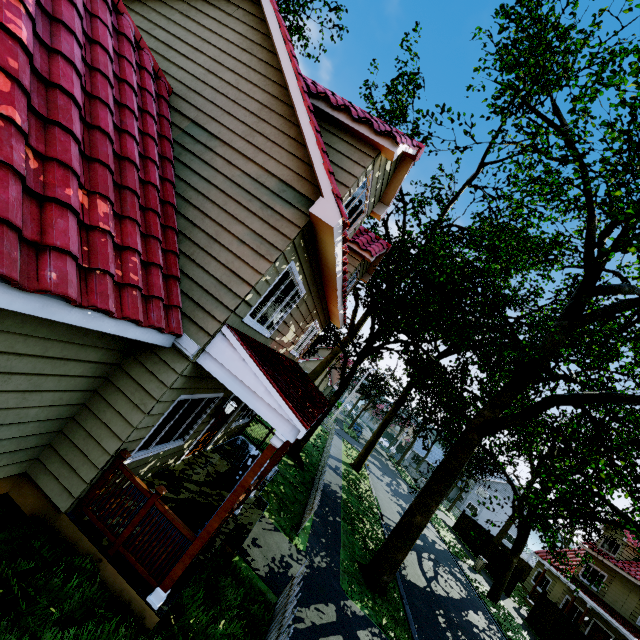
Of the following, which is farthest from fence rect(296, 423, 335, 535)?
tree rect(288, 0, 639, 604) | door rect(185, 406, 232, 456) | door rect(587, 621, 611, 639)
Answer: door rect(587, 621, 611, 639)

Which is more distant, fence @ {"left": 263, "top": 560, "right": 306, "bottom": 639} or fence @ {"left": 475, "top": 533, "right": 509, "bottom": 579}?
fence @ {"left": 475, "top": 533, "right": 509, "bottom": 579}

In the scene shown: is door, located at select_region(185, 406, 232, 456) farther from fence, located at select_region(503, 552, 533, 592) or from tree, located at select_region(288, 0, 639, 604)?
tree, located at select_region(288, 0, 639, 604)

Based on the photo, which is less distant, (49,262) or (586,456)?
(49,262)

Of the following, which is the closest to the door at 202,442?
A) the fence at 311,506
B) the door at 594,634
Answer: the fence at 311,506

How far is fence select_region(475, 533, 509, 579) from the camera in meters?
24.9

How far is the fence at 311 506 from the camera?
10.1 meters
